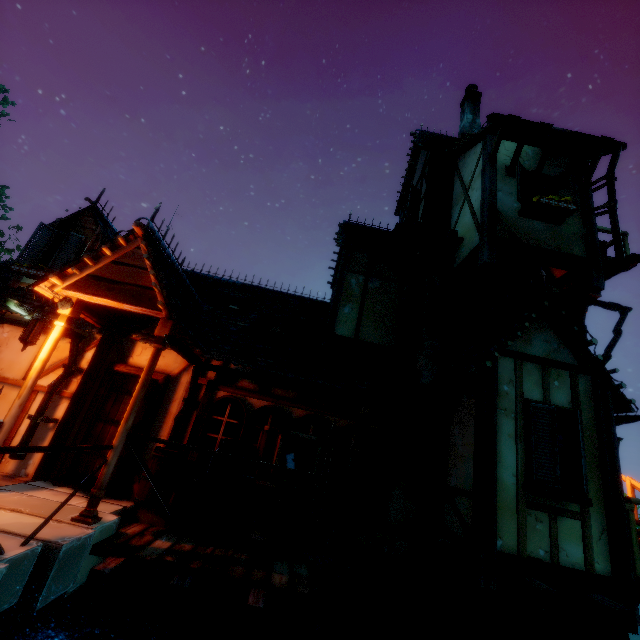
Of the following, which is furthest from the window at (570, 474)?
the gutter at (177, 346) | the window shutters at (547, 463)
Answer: the gutter at (177, 346)

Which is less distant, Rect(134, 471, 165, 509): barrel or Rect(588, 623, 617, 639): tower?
Rect(134, 471, 165, 509): barrel

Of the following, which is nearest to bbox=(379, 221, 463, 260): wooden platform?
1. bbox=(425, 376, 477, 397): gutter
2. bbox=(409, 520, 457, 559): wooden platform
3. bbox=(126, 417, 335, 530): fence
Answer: bbox=(425, 376, 477, 397): gutter

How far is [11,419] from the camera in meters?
4.6

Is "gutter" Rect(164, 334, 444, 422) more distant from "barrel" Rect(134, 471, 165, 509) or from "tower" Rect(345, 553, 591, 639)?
"barrel" Rect(134, 471, 165, 509)

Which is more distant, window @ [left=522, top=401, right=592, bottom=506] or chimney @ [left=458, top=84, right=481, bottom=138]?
chimney @ [left=458, top=84, right=481, bottom=138]

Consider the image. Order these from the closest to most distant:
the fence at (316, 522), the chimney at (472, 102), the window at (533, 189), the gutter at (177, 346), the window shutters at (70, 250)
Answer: the fence at (316, 522)
the gutter at (177, 346)
the window at (533, 189)
the window shutters at (70, 250)
the chimney at (472, 102)

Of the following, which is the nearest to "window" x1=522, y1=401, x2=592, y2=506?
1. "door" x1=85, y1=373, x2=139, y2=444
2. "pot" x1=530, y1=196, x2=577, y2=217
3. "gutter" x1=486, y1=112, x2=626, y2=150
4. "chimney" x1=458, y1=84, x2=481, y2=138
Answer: "pot" x1=530, y1=196, x2=577, y2=217
